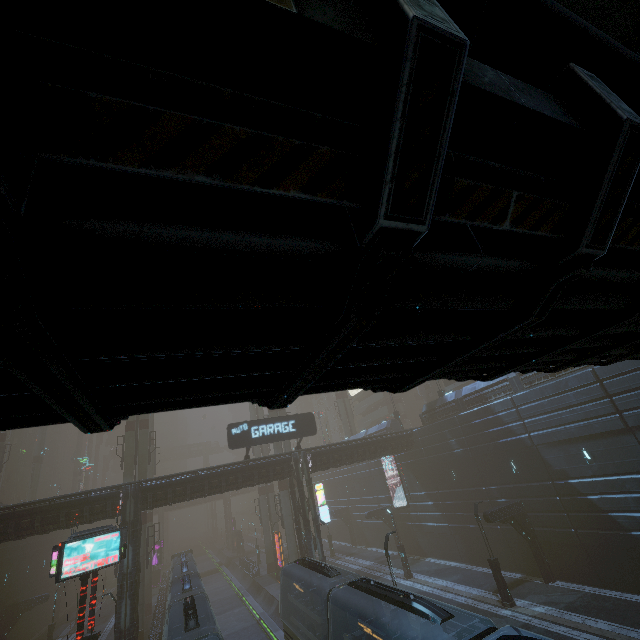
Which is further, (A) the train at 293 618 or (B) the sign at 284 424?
(B) the sign at 284 424

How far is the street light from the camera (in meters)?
19.84

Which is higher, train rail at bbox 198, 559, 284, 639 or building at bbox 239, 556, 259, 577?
building at bbox 239, 556, 259, 577

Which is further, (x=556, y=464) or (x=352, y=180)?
(x=556, y=464)

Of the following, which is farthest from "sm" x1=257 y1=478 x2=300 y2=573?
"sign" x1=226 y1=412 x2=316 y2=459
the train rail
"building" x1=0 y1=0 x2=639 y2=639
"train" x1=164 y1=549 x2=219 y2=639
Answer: "sign" x1=226 y1=412 x2=316 y2=459

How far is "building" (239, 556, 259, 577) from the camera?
41.8 meters

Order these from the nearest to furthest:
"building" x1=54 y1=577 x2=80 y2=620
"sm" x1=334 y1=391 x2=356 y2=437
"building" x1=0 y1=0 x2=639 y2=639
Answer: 1. "building" x1=0 y1=0 x2=639 y2=639
2. "building" x1=54 y1=577 x2=80 y2=620
3. "sm" x1=334 y1=391 x2=356 y2=437

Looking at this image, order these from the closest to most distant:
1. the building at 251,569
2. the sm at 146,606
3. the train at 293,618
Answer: the train at 293,618
the sm at 146,606
the building at 251,569
